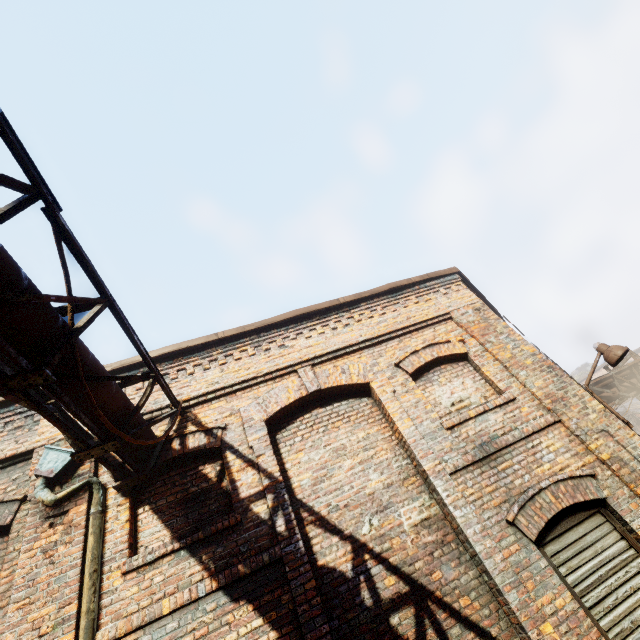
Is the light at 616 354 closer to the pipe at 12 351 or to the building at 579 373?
the pipe at 12 351

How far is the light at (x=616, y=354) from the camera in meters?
5.5

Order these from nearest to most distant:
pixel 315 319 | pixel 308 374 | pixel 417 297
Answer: pixel 308 374
pixel 315 319
pixel 417 297

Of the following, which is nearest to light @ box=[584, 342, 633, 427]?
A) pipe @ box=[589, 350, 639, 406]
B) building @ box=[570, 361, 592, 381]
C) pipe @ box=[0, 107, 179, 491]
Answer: pipe @ box=[589, 350, 639, 406]

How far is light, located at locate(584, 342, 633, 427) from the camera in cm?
549

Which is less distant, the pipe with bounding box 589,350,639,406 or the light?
the light
